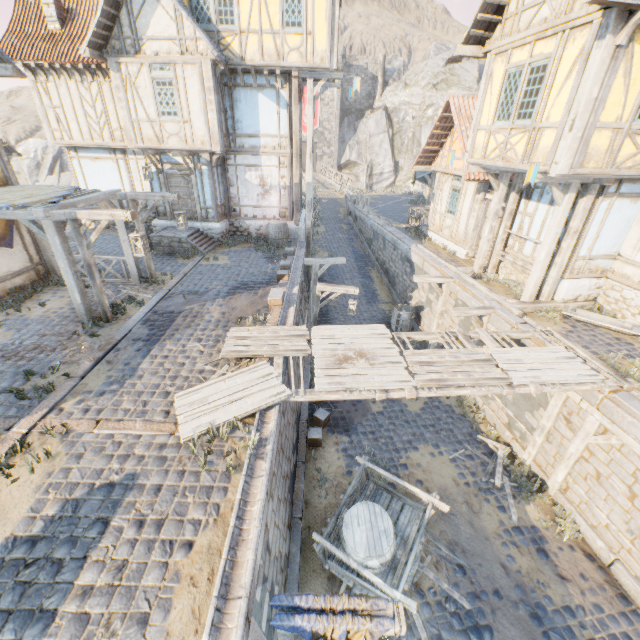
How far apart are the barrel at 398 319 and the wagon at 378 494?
8.3m

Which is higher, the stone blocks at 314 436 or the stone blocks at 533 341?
the stone blocks at 533 341

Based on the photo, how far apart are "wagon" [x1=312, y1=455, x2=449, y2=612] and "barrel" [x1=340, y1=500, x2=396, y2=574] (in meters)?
0.00

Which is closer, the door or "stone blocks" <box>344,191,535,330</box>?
"stone blocks" <box>344,191,535,330</box>

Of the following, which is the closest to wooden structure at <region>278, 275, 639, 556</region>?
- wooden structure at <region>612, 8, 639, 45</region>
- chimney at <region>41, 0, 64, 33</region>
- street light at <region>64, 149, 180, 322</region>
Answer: wooden structure at <region>612, 8, 639, 45</region>

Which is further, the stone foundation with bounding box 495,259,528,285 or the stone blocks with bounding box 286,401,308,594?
the stone foundation with bounding box 495,259,528,285

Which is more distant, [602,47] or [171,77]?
[171,77]

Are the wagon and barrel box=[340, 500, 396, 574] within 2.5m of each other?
yes
